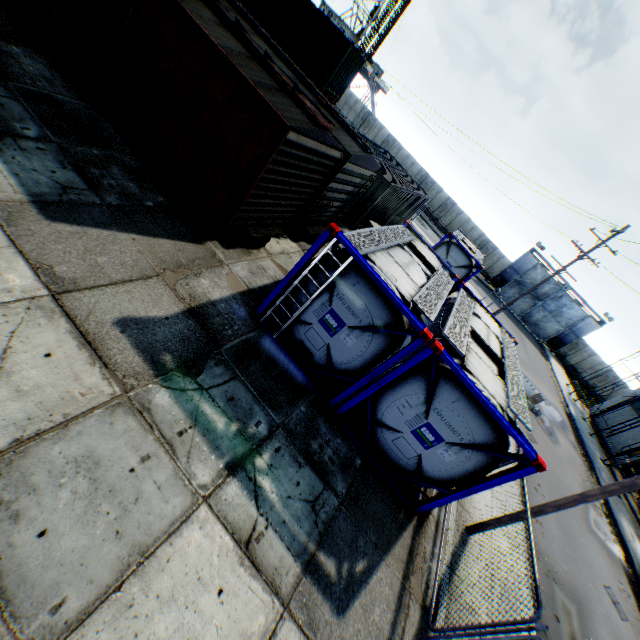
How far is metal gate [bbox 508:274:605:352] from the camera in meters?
36.5 m

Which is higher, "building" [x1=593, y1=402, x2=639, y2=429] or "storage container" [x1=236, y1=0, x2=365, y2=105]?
"storage container" [x1=236, y1=0, x2=365, y2=105]

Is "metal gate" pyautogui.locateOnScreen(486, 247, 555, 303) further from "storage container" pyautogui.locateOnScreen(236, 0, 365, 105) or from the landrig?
the landrig

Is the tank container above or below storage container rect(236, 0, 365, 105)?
below

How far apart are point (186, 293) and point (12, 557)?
4.73m

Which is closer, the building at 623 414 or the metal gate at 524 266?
the building at 623 414

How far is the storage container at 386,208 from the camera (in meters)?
15.91

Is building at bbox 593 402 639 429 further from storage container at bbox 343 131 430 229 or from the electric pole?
storage container at bbox 343 131 430 229
